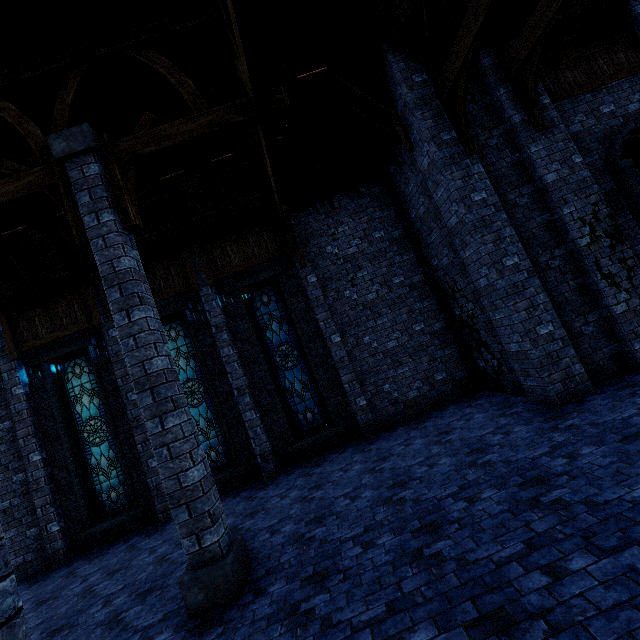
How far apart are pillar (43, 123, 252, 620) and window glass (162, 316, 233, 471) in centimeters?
468cm

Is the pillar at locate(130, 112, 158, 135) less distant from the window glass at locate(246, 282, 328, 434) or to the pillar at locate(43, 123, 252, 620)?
the pillar at locate(43, 123, 252, 620)

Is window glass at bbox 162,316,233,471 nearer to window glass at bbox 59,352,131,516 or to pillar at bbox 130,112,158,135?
window glass at bbox 59,352,131,516

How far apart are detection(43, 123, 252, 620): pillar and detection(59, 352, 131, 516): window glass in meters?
5.9 m

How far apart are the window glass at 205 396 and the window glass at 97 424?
1.8m

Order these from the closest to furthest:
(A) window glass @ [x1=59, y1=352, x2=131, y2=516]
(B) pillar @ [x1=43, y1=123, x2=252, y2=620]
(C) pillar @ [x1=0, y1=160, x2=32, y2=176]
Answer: (B) pillar @ [x1=43, y1=123, x2=252, y2=620] → (C) pillar @ [x1=0, y1=160, x2=32, y2=176] → (A) window glass @ [x1=59, y1=352, x2=131, y2=516]

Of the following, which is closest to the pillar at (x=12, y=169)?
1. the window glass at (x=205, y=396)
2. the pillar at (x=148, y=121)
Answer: the pillar at (x=148, y=121)

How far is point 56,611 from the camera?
5.9m
